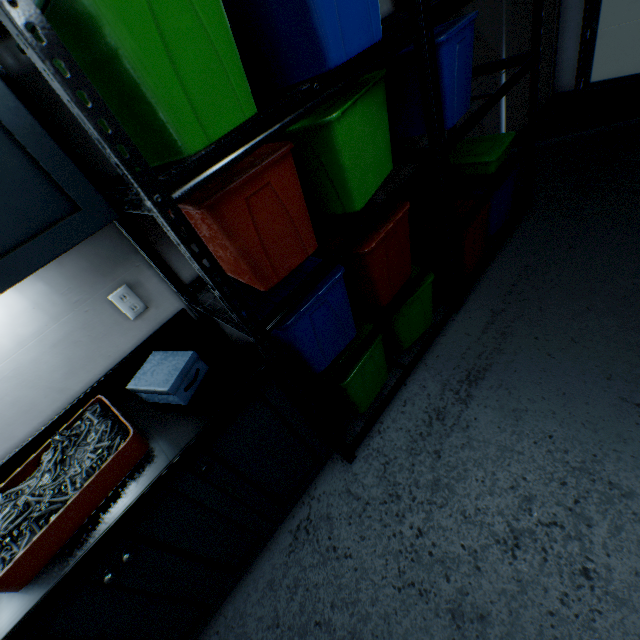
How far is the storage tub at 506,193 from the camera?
2.0m

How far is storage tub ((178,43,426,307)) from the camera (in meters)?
0.96

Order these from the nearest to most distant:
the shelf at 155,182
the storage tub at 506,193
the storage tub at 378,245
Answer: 1. the shelf at 155,182
2. the storage tub at 378,245
3. the storage tub at 506,193

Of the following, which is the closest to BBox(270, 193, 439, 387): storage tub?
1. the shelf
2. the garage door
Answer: the shelf

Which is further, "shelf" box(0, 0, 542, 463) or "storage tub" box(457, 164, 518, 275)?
"storage tub" box(457, 164, 518, 275)

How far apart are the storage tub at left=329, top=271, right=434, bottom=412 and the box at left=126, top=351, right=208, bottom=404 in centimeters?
64cm

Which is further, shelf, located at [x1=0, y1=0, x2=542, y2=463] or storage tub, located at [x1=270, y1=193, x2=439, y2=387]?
storage tub, located at [x1=270, y1=193, x2=439, y2=387]

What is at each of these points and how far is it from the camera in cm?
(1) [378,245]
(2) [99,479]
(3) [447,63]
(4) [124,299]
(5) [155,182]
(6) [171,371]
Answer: (1) storage tub, 134
(2) storage tub, 91
(3) storage tub, 137
(4) outlet, 127
(5) shelf, 72
(6) box, 109
